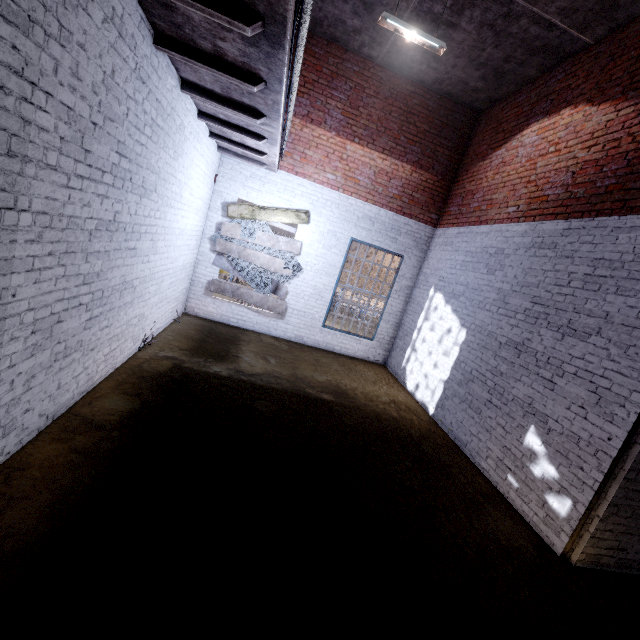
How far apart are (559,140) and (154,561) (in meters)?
7.79

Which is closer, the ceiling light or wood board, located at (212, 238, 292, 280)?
the ceiling light

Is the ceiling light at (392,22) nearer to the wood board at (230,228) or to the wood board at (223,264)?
the wood board at (230,228)

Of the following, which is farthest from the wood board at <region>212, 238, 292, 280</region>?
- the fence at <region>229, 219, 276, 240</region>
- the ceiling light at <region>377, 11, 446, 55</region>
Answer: the ceiling light at <region>377, 11, 446, 55</region>

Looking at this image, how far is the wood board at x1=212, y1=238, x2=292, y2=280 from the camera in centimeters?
791cm

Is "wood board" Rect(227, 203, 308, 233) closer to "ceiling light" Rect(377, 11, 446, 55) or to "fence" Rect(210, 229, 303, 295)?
"fence" Rect(210, 229, 303, 295)

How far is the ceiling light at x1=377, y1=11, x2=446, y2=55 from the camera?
5.0m

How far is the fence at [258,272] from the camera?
7.9 meters
